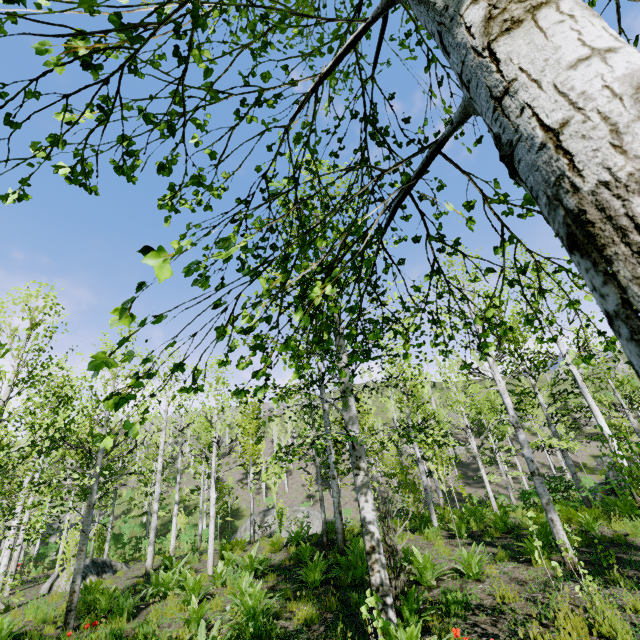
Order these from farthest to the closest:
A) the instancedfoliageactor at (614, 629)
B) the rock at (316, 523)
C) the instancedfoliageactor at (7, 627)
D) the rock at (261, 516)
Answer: the rock at (261, 516) < the rock at (316, 523) < the instancedfoliageactor at (7, 627) < the instancedfoliageactor at (614, 629)

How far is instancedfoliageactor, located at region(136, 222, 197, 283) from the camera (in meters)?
0.87

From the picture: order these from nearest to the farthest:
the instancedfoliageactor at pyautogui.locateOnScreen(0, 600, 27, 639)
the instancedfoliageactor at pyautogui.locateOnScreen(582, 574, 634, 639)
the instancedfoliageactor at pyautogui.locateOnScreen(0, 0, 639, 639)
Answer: the instancedfoliageactor at pyautogui.locateOnScreen(0, 0, 639, 639), the instancedfoliageactor at pyautogui.locateOnScreen(582, 574, 634, 639), the instancedfoliageactor at pyautogui.locateOnScreen(0, 600, 27, 639)

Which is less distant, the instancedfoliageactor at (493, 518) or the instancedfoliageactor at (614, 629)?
the instancedfoliageactor at (493, 518)

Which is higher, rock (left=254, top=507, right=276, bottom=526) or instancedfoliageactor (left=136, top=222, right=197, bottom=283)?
instancedfoliageactor (left=136, top=222, right=197, bottom=283)

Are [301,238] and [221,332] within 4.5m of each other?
yes

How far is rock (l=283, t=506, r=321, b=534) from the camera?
24.8 meters
